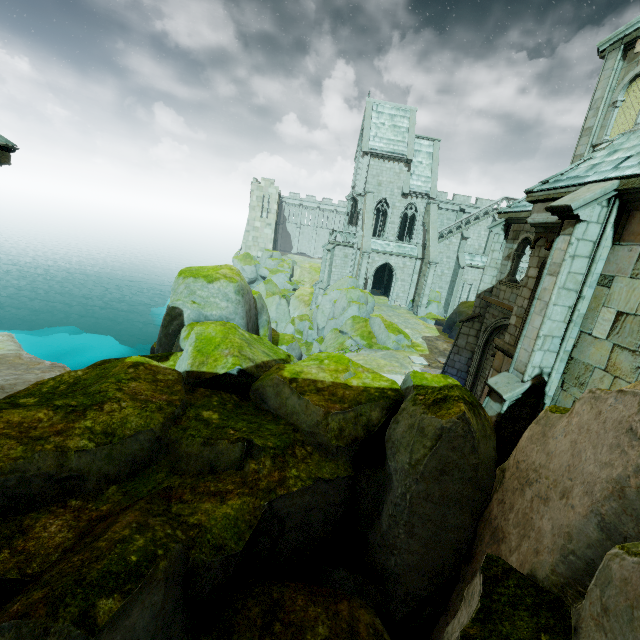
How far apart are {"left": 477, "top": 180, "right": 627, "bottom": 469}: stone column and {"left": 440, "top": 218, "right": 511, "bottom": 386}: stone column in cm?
639

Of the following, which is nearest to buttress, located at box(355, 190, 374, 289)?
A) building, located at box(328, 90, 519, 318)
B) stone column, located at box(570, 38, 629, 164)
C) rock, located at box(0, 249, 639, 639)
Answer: building, located at box(328, 90, 519, 318)

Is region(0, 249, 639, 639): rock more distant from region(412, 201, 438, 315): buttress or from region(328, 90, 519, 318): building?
region(412, 201, 438, 315): buttress

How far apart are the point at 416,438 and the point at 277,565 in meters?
2.6 m

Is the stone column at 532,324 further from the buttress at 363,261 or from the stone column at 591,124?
the buttress at 363,261

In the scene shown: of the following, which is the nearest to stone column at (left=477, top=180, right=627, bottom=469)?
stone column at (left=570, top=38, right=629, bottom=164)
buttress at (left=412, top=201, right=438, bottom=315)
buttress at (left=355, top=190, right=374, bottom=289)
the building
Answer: stone column at (left=570, top=38, right=629, bottom=164)

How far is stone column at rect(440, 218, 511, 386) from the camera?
13.56m

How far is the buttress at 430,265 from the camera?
32.5 meters
